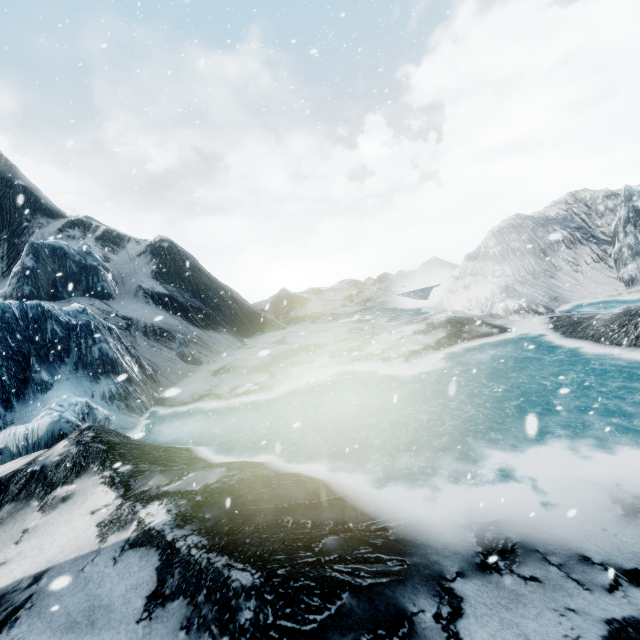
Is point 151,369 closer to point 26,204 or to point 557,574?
point 557,574
